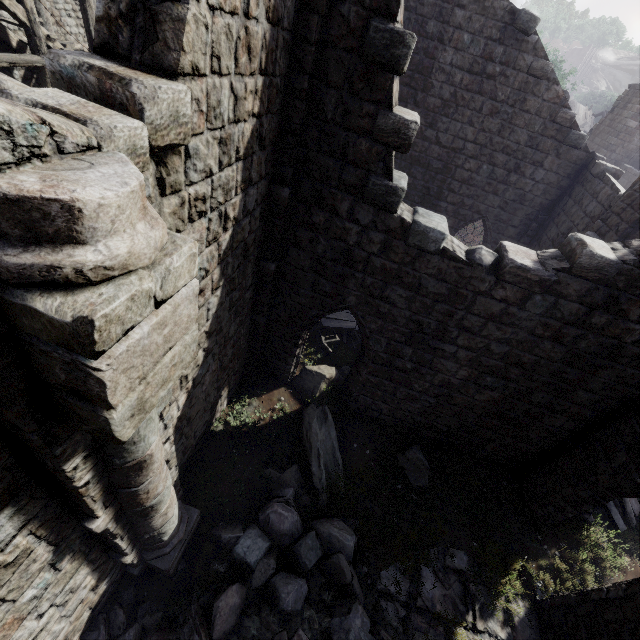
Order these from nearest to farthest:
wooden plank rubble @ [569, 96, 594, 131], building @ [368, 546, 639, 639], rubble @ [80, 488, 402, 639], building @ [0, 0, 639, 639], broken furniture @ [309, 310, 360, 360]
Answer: building @ [0, 0, 639, 639]
rubble @ [80, 488, 402, 639]
building @ [368, 546, 639, 639]
broken furniture @ [309, 310, 360, 360]
wooden plank rubble @ [569, 96, 594, 131]

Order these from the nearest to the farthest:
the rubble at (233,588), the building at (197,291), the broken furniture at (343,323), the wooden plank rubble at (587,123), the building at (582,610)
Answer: the building at (197,291) → the rubble at (233,588) → the building at (582,610) → the broken furniture at (343,323) → the wooden plank rubble at (587,123)

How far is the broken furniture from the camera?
11.18m

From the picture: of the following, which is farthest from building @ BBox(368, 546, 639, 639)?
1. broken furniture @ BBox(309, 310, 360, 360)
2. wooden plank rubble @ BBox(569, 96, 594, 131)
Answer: broken furniture @ BBox(309, 310, 360, 360)

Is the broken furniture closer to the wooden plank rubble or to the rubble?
the rubble

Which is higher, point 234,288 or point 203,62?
point 203,62

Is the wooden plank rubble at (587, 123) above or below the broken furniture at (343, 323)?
above

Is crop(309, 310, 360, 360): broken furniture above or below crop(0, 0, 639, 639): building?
below
